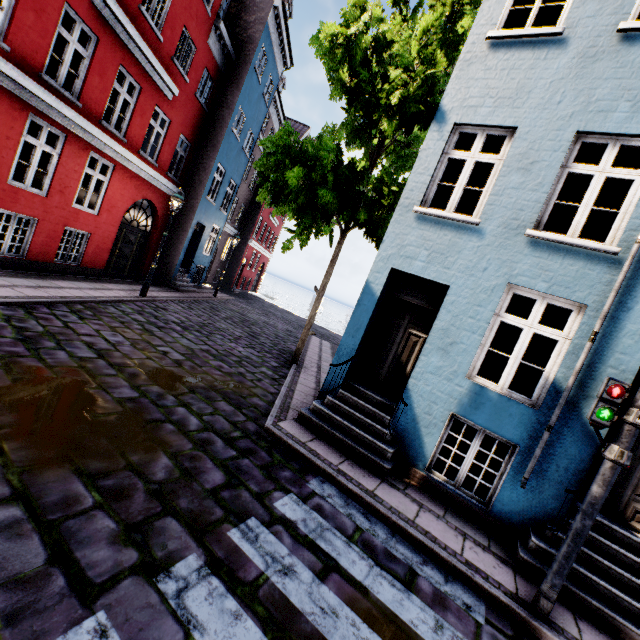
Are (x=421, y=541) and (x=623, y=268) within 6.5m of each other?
yes

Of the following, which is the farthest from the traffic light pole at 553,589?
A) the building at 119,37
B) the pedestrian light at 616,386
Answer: the building at 119,37

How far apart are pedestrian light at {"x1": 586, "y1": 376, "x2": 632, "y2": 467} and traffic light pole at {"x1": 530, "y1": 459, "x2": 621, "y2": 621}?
0.0m

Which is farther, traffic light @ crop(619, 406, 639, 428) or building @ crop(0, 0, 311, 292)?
building @ crop(0, 0, 311, 292)

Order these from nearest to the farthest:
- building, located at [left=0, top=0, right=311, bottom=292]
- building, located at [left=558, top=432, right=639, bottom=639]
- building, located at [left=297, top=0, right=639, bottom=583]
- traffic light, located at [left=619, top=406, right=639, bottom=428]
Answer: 1. traffic light, located at [left=619, top=406, right=639, bottom=428]
2. building, located at [left=558, top=432, right=639, bottom=639]
3. building, located at [left=297, top=0, right=639, bottom=583]
4. building, located at [left=0, top=0, right=311, bottom=292]

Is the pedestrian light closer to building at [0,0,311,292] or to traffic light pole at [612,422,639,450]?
traffic light pole at [612,422,639,450]

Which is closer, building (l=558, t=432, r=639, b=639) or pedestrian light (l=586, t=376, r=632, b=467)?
pedestrian light (l=586, t=376, r=632, b=467)

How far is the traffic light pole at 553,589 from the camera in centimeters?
352cm
